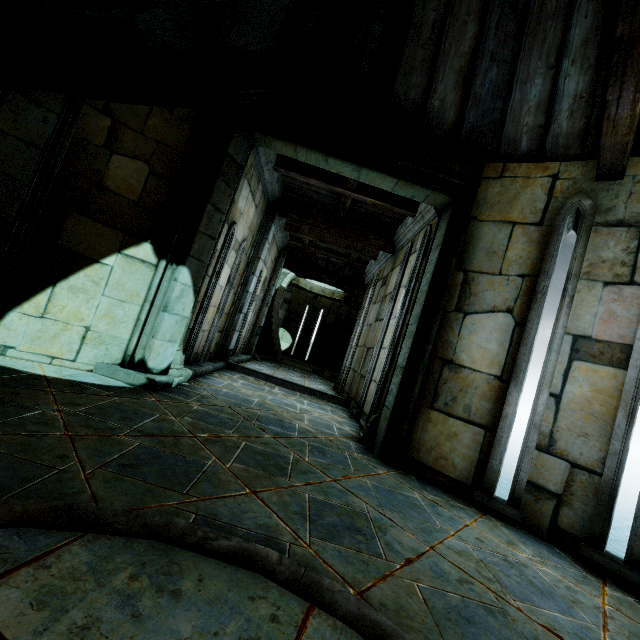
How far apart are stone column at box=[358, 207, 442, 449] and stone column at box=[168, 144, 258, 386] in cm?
265

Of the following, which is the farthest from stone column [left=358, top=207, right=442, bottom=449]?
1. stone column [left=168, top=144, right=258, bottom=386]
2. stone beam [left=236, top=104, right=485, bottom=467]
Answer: stone column [left=168, top=144, right=258, bottom=386]

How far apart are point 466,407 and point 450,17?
3.8m

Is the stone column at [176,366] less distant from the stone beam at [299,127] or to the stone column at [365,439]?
the stone beam at [299,127]

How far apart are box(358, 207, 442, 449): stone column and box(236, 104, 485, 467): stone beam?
0.01m

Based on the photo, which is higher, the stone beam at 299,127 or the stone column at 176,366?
the stone beam at 299,127

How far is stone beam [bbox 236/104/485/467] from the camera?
4.10m
